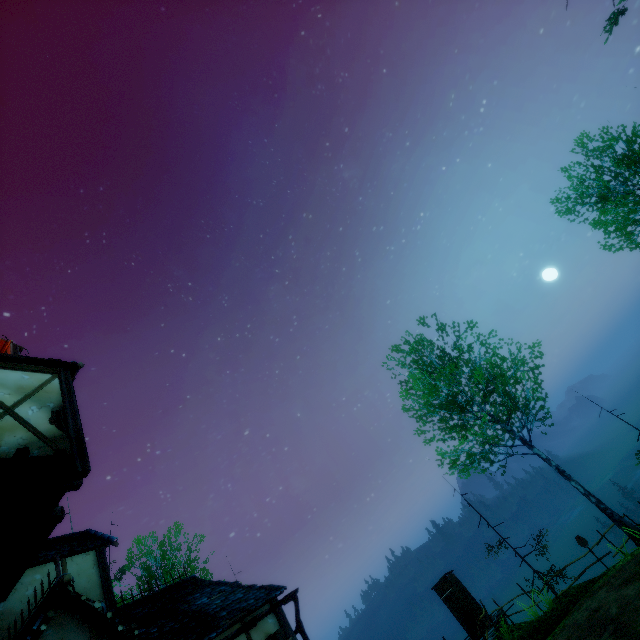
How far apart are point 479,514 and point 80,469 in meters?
19.2

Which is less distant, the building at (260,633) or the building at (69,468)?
the building at (69,468)

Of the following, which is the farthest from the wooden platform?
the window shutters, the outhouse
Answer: the outhouse

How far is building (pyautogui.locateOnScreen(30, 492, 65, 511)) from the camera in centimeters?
656cm

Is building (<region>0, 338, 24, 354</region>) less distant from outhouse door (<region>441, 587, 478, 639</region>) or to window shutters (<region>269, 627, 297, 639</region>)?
window shutters (<region>269, 627, 297, 639</region>)

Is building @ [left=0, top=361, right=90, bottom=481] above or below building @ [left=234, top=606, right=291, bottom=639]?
above

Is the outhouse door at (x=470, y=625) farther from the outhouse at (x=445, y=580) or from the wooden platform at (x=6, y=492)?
the wooden platform at (x=6, y=492)

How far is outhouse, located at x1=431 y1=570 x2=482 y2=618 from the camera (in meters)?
17.02
